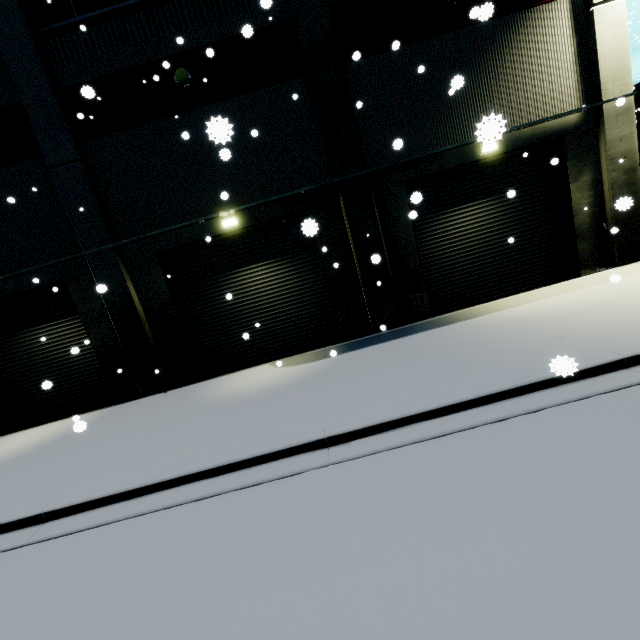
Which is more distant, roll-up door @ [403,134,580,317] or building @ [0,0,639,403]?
roll-up door @ [403,134,580,317]

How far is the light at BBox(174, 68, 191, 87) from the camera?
8.98m

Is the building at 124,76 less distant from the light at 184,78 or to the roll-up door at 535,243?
the roll-up door at 535,243

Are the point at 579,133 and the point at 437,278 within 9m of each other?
yes

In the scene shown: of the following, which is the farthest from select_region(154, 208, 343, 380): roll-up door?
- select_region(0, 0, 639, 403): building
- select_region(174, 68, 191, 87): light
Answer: select_region(174, 68, 191, 87): light

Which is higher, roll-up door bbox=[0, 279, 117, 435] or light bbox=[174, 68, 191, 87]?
light bbox=[174, 68, 191, 87]

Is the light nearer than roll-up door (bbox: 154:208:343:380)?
Yes
